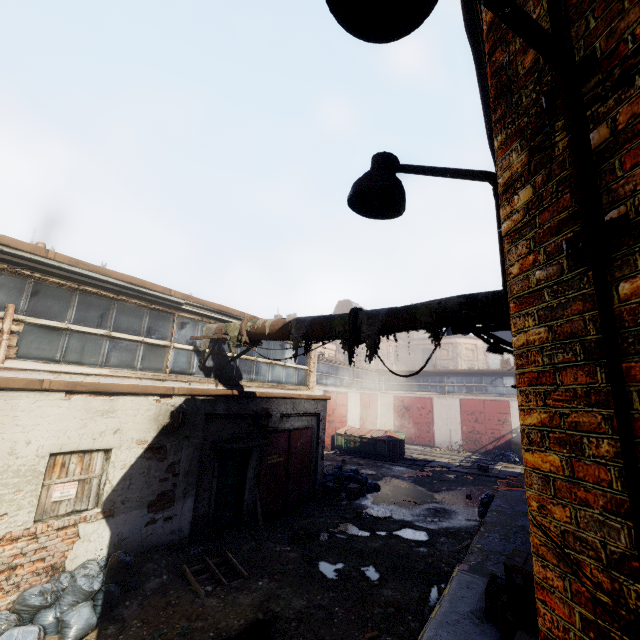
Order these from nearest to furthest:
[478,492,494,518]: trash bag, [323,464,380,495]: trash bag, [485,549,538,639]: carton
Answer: [485,549,538,639]: carton → [478,492,494,518]: trash bag → [323,464,380,495]: trash bag

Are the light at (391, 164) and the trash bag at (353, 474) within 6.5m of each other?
no

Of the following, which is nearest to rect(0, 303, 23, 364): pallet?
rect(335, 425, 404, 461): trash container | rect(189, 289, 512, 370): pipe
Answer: rect(189, 289, 512, 370): pipe

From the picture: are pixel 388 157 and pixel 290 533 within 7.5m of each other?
no

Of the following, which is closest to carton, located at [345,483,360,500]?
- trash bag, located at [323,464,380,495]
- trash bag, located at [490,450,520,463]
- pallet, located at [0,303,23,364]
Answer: trash bag, located at [323,464,380,495]

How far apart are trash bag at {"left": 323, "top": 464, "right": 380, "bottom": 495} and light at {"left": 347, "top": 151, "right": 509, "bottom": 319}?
13.24m

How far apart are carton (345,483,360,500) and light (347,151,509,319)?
12.5 meters

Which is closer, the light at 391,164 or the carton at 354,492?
the light at 391,164
